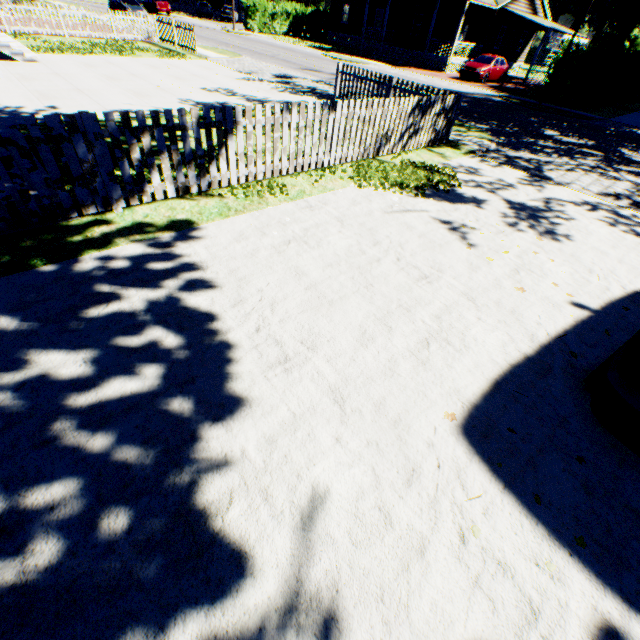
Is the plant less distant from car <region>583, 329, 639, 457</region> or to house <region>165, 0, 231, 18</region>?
car <region>583, 329, 639, 457</region>

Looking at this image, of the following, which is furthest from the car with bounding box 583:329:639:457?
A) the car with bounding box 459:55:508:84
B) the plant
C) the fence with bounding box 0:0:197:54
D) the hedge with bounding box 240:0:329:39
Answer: the hedge with bounding box 240:0:329:39

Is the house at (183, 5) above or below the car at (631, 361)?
above

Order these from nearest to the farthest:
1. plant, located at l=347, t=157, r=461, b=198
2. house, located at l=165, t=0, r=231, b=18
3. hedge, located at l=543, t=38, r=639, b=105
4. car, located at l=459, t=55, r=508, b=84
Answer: plant, located at l=347, t=157, r=461, b=198
hedge, located at l=543, t=38, r=639, b=105
car, located at l=459, t=55, r=508, b=84
house, located at l=165, t=0, r=231, b=18

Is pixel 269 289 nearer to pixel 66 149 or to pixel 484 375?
pixel 484 375

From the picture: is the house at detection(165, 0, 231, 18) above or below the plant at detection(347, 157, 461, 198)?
above

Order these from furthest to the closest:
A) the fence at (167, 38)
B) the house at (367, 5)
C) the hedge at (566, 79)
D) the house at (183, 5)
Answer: the house at (183, 5) < the house at (367, 5) < the hedge at (566, 79) < the fence at (167, 38)

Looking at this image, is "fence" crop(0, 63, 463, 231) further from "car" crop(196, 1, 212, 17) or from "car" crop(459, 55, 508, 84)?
"car" crop(196, 1, 212, 17)
